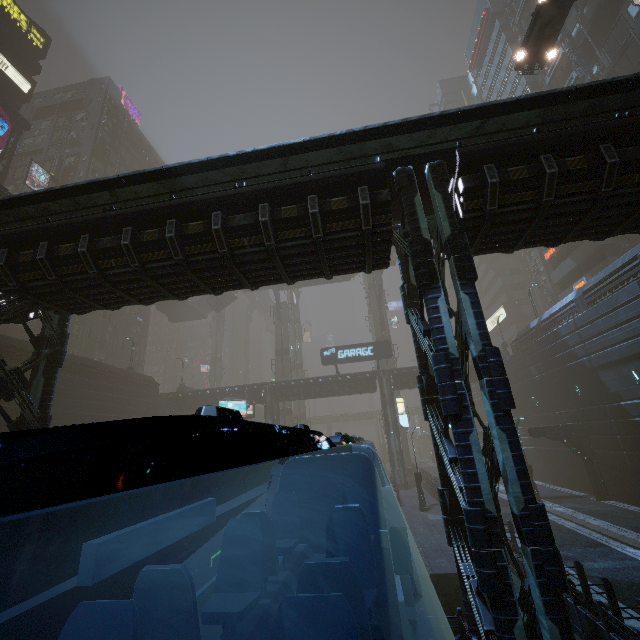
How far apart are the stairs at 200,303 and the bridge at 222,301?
0.0 meters

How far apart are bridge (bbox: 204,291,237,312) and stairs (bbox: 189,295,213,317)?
0.0 meters

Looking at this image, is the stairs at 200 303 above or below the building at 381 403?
above

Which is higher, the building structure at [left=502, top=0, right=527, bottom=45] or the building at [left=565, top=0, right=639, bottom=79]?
the building structure at [left=502, top=0, right=527, bottom=45]

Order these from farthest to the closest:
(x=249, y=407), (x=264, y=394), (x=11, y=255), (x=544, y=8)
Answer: (x=264, y=394)
(x=249, y=407)
(x=544, y=8)
(x=11, y=255)

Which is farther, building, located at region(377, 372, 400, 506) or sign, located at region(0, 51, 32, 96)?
sign, located at region(0, 51, 32, 96)

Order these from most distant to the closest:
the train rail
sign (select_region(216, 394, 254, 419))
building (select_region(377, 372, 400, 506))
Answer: sign (select_region(216, 394, 254, 419)) < building (select_region(377, 372, 400, 506)) < the train rail

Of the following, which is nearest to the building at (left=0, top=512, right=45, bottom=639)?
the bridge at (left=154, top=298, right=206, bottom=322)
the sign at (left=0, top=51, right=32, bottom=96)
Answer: the sign at (left=0, top=51, right=32, bottom=96)
